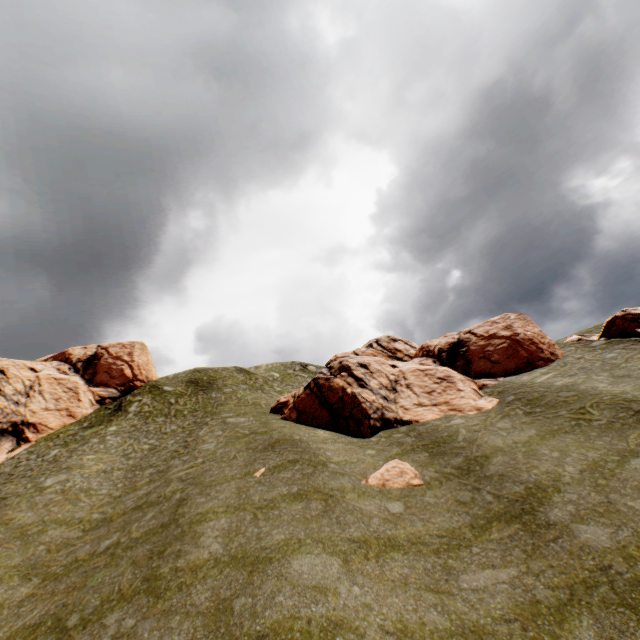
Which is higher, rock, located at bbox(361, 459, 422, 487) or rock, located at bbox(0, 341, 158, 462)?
rock, located at bbox(0, 341, 158, 462)

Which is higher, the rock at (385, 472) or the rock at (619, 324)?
the rock at (619, 324)

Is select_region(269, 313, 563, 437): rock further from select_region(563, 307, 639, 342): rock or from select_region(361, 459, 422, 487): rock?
select_region(361, 459, 422, 487): rock

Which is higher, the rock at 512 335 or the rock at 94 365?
the rock at 94 365

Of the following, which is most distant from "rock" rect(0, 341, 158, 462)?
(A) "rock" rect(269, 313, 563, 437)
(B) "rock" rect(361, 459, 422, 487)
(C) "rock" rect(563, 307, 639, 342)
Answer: (C) "rock" rect(563, 307, 639, 342)

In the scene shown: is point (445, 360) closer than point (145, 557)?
No

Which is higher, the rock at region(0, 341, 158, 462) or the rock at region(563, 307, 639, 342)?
the rock at region(0, 341, 158, 462)
